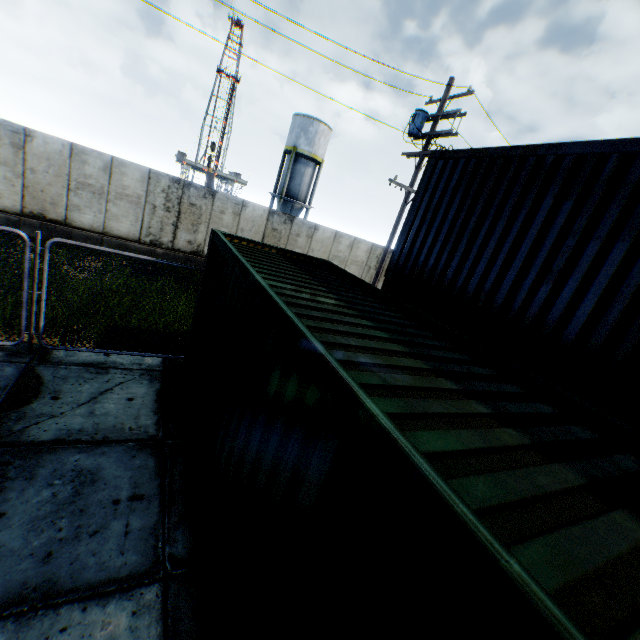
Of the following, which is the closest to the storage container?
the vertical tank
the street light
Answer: the street light

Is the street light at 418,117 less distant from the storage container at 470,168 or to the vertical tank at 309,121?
the storage container at 470,168

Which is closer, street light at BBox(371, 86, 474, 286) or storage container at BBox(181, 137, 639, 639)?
storage container at BBox(181, 137, 639, 639)

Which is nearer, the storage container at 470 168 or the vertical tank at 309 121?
the storage container at 470 168

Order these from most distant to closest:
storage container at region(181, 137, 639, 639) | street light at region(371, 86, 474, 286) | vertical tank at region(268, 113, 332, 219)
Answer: vertical tank at region(268, 113, 332, 219), street light at region(371, 86, 474, 286), storage container at region(181, 137, 639, 639)

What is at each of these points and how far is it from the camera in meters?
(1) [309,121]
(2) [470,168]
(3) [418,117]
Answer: (1) vertical tank, 30.2 m
(2) storage container, 6.3 m
(3) street light, 11.6 m

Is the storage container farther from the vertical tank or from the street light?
the vertical tank
